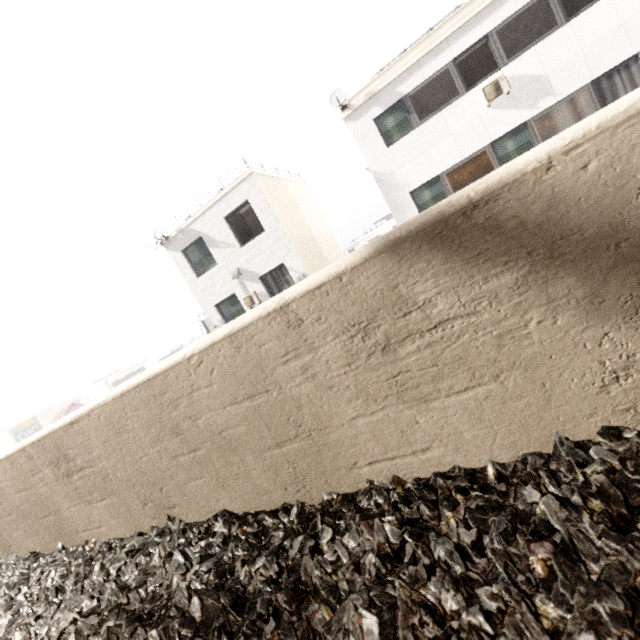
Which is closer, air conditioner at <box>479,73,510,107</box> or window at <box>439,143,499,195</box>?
air conditioner at <box>479,73,510,107</box>

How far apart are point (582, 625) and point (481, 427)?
0.6m

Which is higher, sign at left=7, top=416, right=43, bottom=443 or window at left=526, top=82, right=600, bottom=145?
sign at left=7, top=416, right=43, bottom=443

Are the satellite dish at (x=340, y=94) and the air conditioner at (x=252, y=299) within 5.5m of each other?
no

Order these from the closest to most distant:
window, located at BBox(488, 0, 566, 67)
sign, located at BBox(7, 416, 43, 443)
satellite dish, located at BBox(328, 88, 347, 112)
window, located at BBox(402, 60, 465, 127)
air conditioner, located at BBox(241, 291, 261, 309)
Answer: window, located at BBox(488, 0, 566, 67) → window, located at BBox(402, 60, 465, 127) → satellite dish, located at BBox(328, 88, 347, 112) → air conditioner, located at BBox(241, 291, 261, 309) → sign, located at BBox(7, 416, 43, 443)

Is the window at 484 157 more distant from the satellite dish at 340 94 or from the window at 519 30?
the satellite dish at 340 94

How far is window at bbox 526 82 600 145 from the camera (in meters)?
9.95

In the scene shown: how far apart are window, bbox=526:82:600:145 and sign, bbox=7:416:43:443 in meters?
48.0 m
